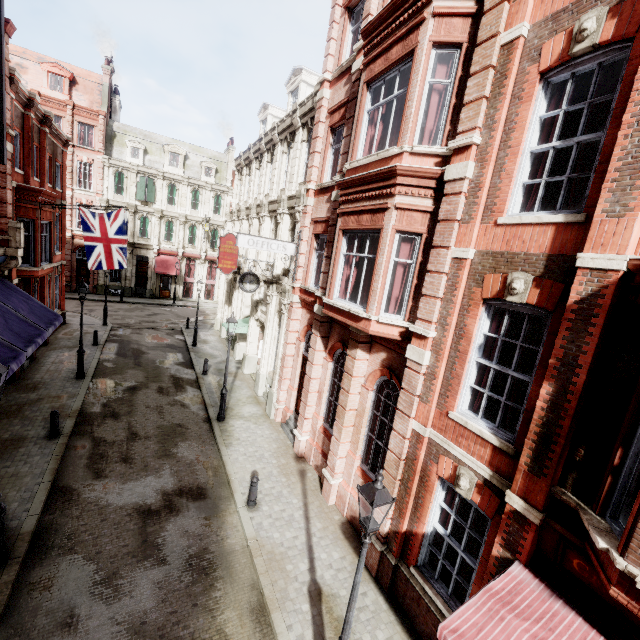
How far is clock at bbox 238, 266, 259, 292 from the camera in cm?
1538

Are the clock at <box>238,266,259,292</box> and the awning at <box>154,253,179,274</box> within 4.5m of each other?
no

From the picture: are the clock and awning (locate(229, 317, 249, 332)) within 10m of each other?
yes

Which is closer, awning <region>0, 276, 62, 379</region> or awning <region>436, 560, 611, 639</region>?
awning <region>436, 560, 611, 639</region>

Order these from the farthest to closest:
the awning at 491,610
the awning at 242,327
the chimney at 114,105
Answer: the chimney at 114,105
the awning at 242,327
the awning at 491,610

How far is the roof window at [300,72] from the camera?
16.81m

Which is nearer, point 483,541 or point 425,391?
point 483,541

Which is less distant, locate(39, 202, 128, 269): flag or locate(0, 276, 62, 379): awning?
locate(0, 276, 62, 379): awning
